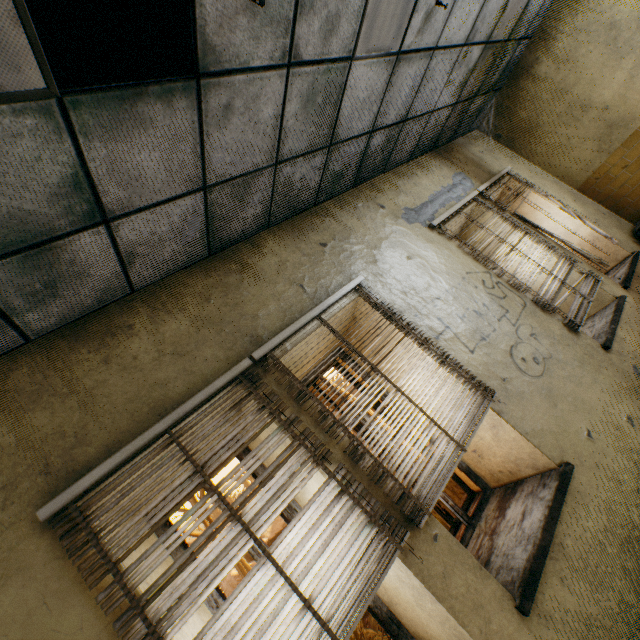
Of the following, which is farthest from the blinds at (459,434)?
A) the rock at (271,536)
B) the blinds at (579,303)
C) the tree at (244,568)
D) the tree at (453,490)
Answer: the rock at (271,536)

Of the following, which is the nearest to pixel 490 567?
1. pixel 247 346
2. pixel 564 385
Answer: pixel 564 385

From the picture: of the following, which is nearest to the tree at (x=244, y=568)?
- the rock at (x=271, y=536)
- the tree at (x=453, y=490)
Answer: the rock at (x=271, y=536)

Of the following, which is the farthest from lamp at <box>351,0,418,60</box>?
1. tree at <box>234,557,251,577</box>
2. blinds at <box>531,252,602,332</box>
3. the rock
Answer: the rock

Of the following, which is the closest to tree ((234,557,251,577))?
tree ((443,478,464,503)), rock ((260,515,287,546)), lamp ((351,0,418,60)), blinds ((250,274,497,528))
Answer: rock ((260,515,287,546))

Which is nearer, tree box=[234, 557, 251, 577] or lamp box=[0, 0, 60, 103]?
lamp box=[0, 0, 60, 103]

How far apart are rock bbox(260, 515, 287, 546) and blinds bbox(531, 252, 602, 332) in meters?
32.3 m

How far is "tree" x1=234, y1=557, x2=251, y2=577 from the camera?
18.8 meters
